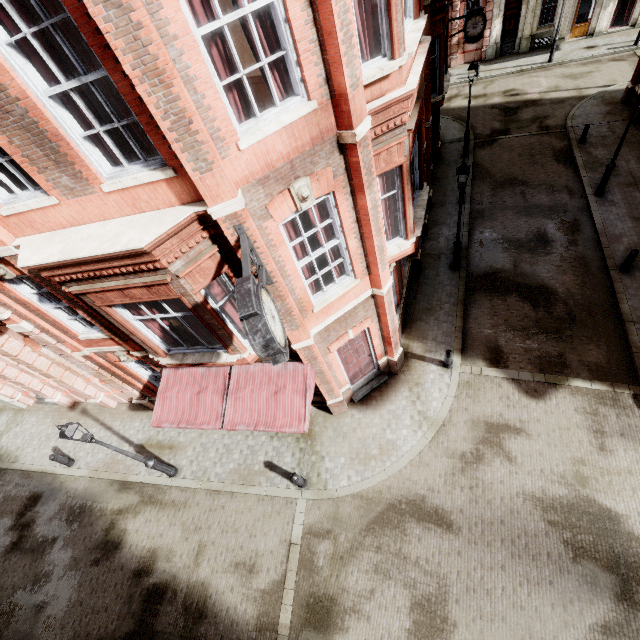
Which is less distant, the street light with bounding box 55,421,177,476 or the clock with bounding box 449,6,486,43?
the street light with bounding box 55,421,177,476

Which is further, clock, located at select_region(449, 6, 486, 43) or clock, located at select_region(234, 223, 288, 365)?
clock, located at select_region(449, 6, 486, 43)

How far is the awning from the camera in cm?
857

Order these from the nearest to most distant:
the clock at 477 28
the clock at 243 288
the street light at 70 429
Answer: the clock at 243 288 → the street light at 70 429 → the clock at 477 28

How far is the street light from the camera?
8.2 meters

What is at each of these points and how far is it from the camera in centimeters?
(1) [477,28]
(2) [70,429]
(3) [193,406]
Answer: (1) clock, 1658cm
(2) street light, 827cm
(3) awning, 948cm

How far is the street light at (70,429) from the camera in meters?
8.2

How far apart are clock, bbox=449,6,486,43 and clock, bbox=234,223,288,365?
19.61m
